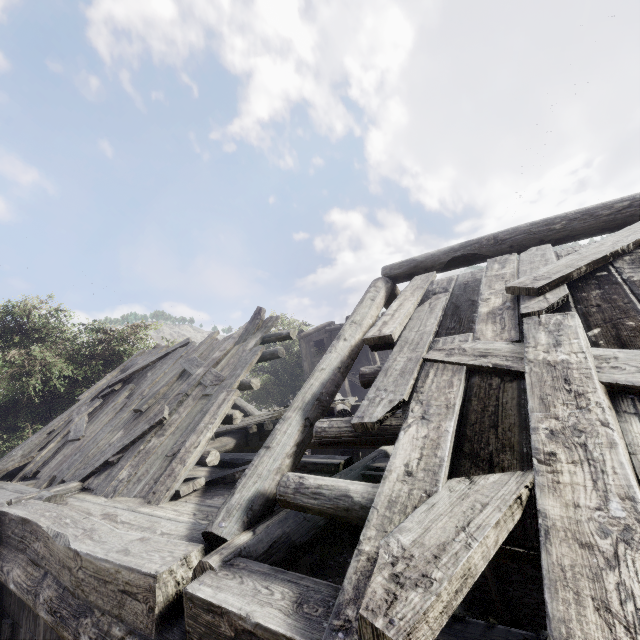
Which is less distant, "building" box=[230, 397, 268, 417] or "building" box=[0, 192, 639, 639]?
"building" box=[0, 192, 639, 639]

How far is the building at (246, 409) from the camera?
11.1m

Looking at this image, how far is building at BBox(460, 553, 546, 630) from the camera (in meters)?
8.29

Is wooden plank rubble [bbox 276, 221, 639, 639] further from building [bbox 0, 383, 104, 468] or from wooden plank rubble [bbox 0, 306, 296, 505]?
wooden plank rubble [bbox 0, 306, 296, 505]

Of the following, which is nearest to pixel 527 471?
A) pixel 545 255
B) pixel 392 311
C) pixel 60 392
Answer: pixel 392 311

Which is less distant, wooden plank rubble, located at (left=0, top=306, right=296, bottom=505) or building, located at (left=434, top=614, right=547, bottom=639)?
building, located at (left=434, top=614, right=547, bottom=639)
